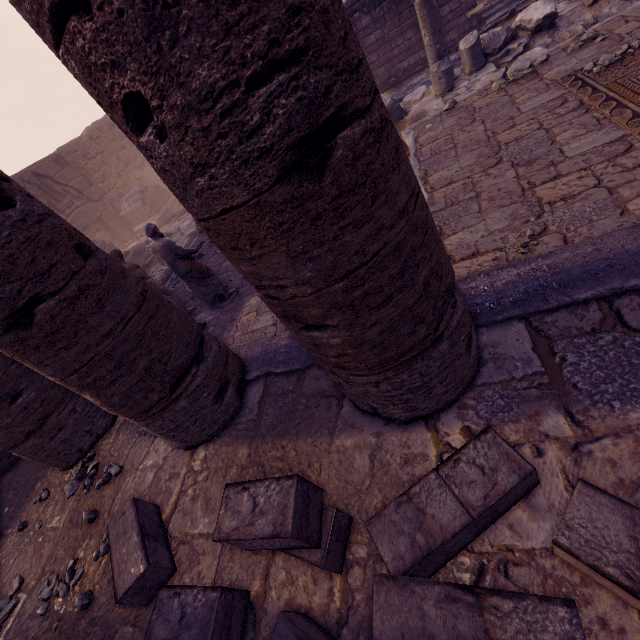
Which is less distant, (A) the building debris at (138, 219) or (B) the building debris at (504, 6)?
(B) the building debris at (504, 6)

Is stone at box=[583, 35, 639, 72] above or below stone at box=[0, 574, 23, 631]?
below

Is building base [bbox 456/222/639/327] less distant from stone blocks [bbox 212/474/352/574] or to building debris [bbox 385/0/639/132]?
stone blocks [bbox 212/474/352/574]

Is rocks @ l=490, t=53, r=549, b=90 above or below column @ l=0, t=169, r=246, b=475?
below

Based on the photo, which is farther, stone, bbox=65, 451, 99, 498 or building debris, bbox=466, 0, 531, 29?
building debris, bbox=466, 0, 531, 29

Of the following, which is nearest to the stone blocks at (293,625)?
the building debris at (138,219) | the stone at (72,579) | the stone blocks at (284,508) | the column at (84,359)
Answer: the stone blocks at (284,508)

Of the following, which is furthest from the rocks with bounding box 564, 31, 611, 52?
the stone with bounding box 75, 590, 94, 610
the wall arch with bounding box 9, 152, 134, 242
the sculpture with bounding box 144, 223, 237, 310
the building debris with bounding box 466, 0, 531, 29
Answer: the wall arch with bounding box 9, 152, 134, 242

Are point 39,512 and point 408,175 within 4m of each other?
no
